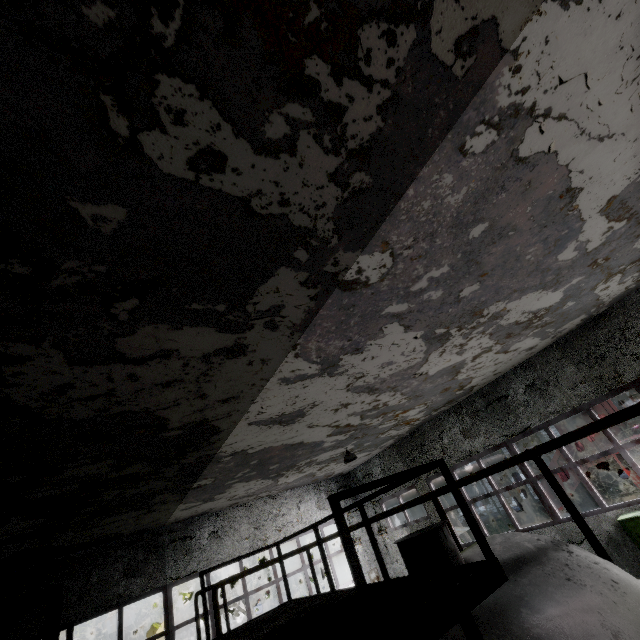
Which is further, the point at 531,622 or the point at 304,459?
the point at 304,459

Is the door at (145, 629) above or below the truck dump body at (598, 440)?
below

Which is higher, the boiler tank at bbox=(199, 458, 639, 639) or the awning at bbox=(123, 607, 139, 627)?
the awning at bbox=(123, 607, 139, 627)

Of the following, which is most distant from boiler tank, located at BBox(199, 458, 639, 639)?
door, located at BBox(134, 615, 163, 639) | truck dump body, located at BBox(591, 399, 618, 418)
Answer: door, located at BBox(134, 615, 163, 639)

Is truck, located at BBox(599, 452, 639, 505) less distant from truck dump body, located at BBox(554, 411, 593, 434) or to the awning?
truck dump body, located at BBox(554, 411, 593, 434)

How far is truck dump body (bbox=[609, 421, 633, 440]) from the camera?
15.0m

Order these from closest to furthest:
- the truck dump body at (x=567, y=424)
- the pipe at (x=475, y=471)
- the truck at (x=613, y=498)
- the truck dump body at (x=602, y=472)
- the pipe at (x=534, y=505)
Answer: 1. the pipe at (x=475, y=471)
2. the truck at (x=613, y=498)
3. the truck dump body at (x=602, y=472)
4. the truck dump body at (x=567, y=424)
5. the pipe at (x=534, y=505)
